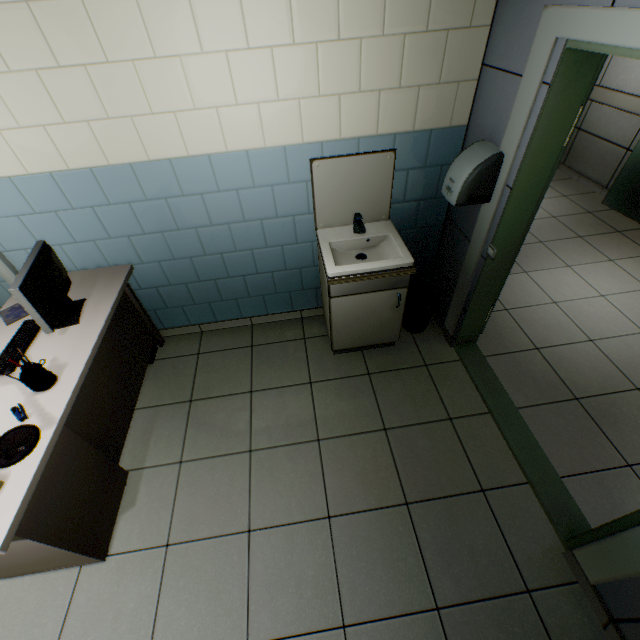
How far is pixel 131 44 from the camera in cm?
167

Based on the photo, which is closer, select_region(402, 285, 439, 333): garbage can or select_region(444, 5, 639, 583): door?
select_region(444, 5, 639, 583): door

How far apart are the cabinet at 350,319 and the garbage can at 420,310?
0.21m

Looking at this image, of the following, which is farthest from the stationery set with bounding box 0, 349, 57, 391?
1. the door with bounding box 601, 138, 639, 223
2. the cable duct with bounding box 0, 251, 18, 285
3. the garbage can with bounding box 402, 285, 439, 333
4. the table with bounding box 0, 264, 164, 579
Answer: the door with bounding box 601, 138, 639, 223

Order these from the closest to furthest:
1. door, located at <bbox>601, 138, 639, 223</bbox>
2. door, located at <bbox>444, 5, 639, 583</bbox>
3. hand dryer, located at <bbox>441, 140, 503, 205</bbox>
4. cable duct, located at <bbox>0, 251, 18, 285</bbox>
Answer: door, located at <bbox>444, 5, 639, 583</bbox>
hand dryer, located at <bbox>441, 140, 503, 205</bbox>
cable duct, located at <bbox>0, 251, 18, 285</bbox>
door, located at <bbox>601, 138, 639, 223</bbox>

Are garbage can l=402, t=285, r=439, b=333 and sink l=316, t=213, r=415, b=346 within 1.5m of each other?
yes

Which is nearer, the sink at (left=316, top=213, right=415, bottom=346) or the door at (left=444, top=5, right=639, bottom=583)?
the door at (left=444, top=5, right=639, bottom=583)

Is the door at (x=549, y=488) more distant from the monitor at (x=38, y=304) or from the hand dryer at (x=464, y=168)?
the monitor at (x=38, y=304)
